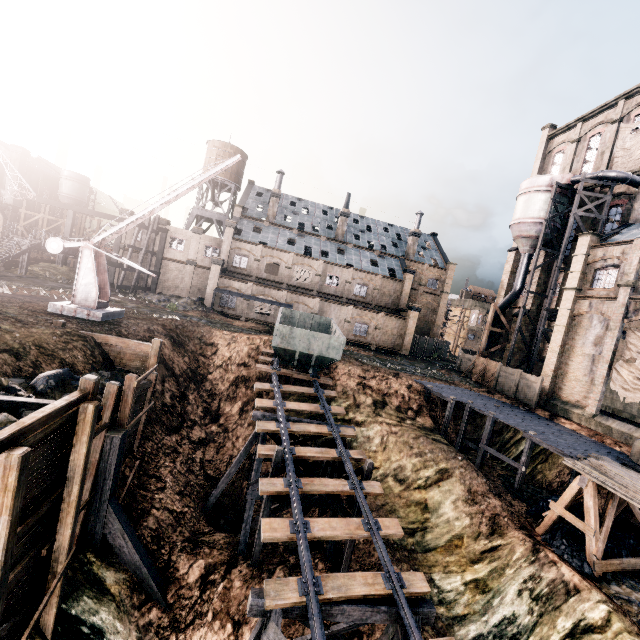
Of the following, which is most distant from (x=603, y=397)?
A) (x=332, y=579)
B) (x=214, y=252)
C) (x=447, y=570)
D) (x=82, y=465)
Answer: (x=214, y=252)

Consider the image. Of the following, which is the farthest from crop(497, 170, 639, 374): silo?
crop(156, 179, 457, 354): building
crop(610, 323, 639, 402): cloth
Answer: crop(156, 179, 457, 354): building

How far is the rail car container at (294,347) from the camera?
22.28m

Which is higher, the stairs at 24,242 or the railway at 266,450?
the stairs at 24,242

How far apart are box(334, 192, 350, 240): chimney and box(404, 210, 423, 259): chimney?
10.8 meters

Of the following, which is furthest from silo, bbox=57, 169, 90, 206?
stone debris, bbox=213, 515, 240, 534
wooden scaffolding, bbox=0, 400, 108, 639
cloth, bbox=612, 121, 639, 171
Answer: cloth, bbox=612, 121, 639, 171

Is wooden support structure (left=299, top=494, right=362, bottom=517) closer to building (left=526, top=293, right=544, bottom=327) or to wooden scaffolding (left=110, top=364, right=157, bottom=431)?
wooden scaffolding (left=110, top=364, right=157, bottom=431)

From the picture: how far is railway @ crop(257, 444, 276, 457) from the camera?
14.70m
